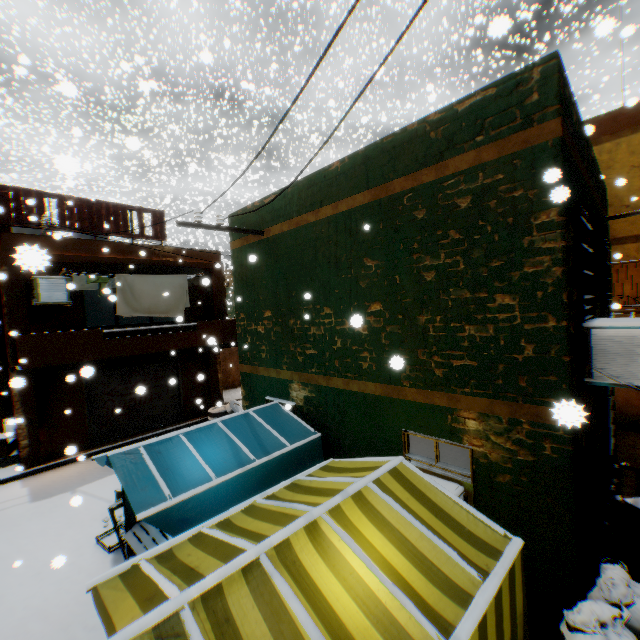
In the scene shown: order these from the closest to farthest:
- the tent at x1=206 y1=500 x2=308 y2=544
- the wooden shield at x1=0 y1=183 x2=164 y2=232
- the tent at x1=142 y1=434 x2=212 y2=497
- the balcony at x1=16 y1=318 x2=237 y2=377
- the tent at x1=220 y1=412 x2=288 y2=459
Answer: the tent at x1=206 y1=500 x2=308 y2=544 → the tent at x1=142 y1=434 x2=212 y2=497 → the tent at x1=220 y1=412 x2=288 y2=459 → the balcony at x1=16 y1=318 x2=237 y2=377 → the wooden shield at x1=0 y1=183 x2=164 y2=232

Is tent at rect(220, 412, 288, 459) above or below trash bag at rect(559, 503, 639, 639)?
above

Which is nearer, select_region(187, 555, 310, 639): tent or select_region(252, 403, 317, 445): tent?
select_region(187, 555, 310, 639): tent

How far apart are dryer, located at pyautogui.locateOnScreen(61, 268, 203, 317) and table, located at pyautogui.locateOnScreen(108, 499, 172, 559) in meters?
0.4

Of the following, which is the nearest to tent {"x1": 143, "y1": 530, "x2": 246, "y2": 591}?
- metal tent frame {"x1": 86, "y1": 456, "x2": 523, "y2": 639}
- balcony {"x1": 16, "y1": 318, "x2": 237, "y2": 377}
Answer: metal tent frame {"x1": 86, "y1": 456, "x2": 523, "y2": 639}

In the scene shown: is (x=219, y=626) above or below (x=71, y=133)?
below

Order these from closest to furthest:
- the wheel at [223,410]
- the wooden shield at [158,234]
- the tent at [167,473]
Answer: the tent at [167,473], the wooden shield at [158,234], the wheel at [223,410]

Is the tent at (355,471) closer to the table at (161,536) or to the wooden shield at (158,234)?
the table at (161,536)
